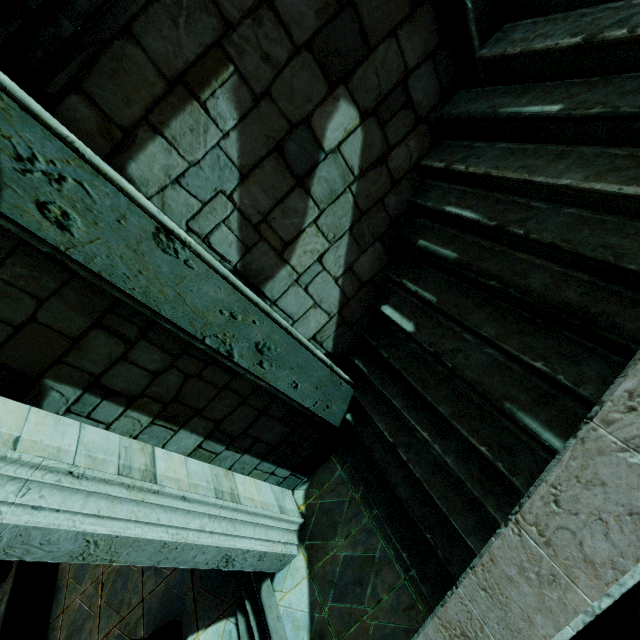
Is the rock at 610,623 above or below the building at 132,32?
below

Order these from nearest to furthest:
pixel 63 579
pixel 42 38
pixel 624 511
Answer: pixel 624 511 < pixel 42 38 < pixel 63 579

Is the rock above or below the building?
below

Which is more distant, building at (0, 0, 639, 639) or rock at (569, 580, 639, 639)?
rock at (569, 580, 639, 639)

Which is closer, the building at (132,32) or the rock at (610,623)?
the building at (132,32)
